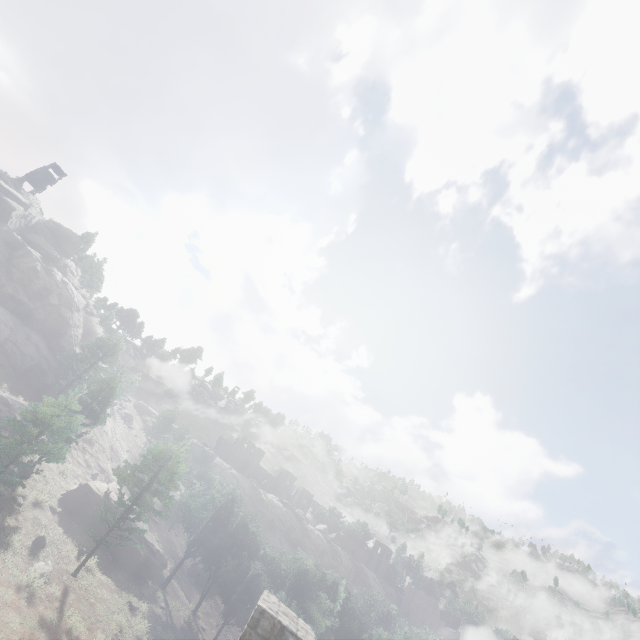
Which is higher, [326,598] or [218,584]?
[326,598]

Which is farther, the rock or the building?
the rock

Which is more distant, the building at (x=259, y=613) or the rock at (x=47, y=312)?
the rock at (x=47, y=312)
